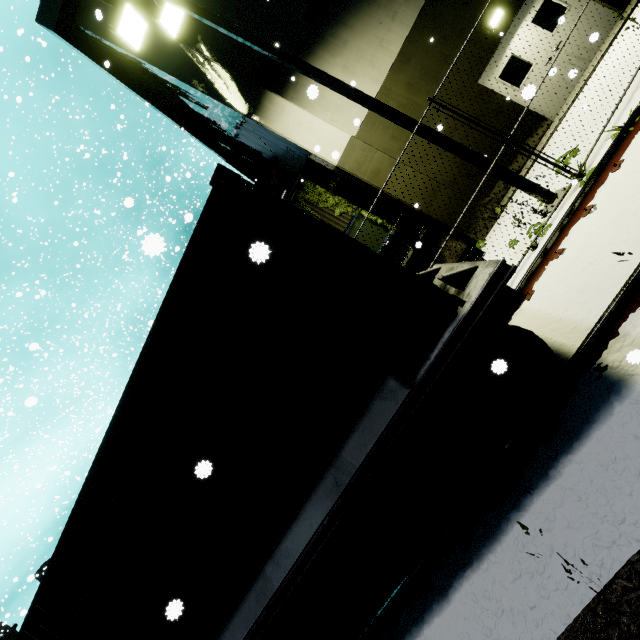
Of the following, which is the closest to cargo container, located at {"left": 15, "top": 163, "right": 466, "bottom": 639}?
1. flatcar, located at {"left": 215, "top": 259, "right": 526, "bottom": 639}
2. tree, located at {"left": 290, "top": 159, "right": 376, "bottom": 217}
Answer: flatcar, located at {"left": 215, "top": 259, "right": 526, "bottom": 639}

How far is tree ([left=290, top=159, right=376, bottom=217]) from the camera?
12.0m

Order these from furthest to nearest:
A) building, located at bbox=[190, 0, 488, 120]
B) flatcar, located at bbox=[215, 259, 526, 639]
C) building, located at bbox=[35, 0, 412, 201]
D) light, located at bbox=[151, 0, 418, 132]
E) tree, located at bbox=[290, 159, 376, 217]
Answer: tree, located at bbox=[290, 159, 376, 217]
building, located at bbox=[35, 0, 412, 201]
building, located at bbox=[190, 0, 488, 120]
light, located at bbox=[151, 0, 418, 132]
flatcar, located at bbox=[215, 259, 526, 639]

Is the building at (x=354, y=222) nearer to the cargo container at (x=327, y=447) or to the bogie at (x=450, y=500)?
the cargo container at (x=327, y=447)

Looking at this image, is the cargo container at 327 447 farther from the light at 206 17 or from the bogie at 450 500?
the light at 206 17

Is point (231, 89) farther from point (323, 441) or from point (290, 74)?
point (323, 441)

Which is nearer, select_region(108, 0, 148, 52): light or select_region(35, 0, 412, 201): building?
select_region(108, 0, 148, 52): light

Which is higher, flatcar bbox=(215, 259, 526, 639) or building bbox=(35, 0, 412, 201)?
building bbox=(35, 0, 412, 201)
